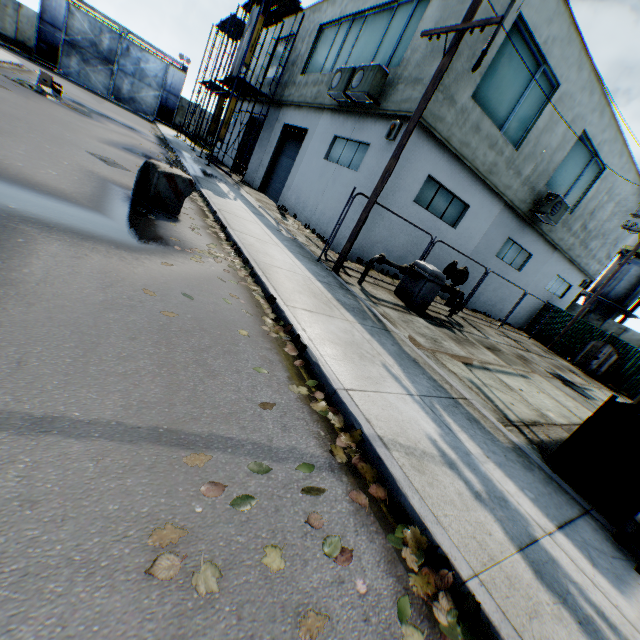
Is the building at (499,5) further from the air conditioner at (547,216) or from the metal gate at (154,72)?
the metal gate at (154,72)

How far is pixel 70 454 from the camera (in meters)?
1.85

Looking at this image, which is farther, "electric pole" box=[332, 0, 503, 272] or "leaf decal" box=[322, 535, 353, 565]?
"electric pole" box=[332, 0, 503, 272]

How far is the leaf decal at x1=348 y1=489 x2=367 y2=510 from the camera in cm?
252

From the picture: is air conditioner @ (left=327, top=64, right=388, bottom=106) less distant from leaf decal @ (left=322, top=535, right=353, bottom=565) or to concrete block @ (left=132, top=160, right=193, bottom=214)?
concrete block @ (left=132, top=160, right=193, bottom=214)

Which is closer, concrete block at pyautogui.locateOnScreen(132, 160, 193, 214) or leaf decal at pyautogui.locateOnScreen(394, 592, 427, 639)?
leaf decal at pyautogui.locateOnScreen(394, 592, 427, 639)

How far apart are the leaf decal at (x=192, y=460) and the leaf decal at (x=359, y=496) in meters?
1.1

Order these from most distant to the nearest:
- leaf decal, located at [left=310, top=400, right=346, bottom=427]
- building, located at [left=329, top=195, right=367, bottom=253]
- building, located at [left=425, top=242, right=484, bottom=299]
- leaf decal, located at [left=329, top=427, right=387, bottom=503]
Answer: building, located at [left=425, top=242, right=484, bottom=299] → building, located at [left=329, top=195, right=367, bottom=253] → leaf decal, located at [left=310, top=400, right=346, bottom=427] → leaf decal, located at [left=329, top=427, right=387, bottom=503]
